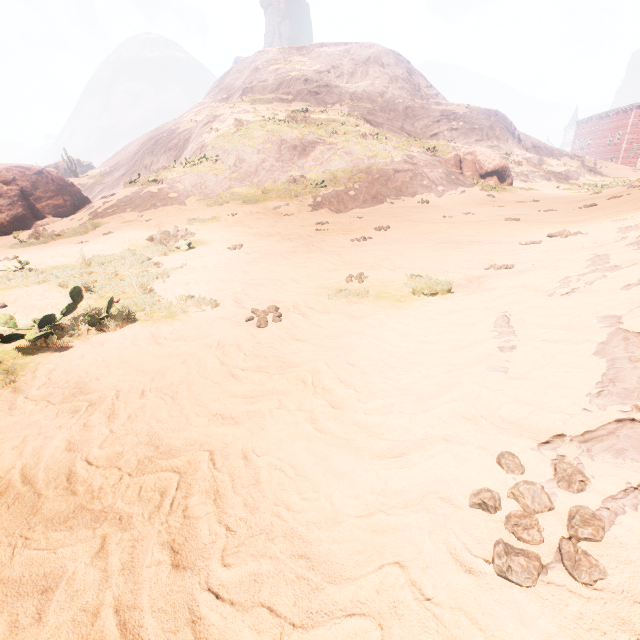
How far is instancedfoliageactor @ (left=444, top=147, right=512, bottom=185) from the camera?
24.1m

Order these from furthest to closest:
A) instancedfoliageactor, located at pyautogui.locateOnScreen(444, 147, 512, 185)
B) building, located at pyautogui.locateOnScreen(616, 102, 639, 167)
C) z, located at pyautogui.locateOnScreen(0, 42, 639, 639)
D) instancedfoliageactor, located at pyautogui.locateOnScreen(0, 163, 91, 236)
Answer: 1. building, located at pyautogui.locateOnScreen(616, 102, 639, 167)
2. instancedfoliageactor, located at pyautogui.locateOnScreen(444, 147, 512, 185)
3. instancedfoliageactor, located at pyautogui.locateOnScreen(0, 163, 91, 236)
4. z, located at pyautogui.locateOnScreen(0, 42, 639, 639)

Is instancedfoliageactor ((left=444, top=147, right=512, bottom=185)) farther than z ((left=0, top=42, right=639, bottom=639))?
Yes

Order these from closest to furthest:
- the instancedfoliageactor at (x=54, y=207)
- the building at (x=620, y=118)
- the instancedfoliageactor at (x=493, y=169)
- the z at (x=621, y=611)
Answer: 1. the z at (x=621, y=611)
2. the instancedfoliageactor at (x=54, y=207)
3. the instancedfoliageactor at (x=493, y=169)
4. the building at (x=620, y=118)

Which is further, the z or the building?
the building

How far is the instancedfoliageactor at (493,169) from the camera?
24.1 meters

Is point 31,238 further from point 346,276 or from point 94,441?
point 94,441

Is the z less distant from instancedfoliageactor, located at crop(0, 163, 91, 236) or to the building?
the building
